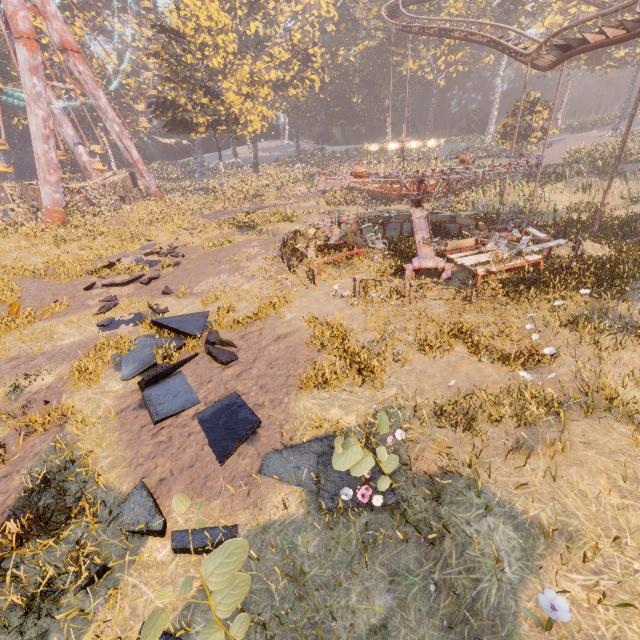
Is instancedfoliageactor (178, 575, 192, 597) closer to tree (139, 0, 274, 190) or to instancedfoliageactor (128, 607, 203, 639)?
instancedfoliageactor (128, 607, 203, 639)

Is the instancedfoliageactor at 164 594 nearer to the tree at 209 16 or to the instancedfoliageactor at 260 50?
the instancedfoliageactor at 260 50

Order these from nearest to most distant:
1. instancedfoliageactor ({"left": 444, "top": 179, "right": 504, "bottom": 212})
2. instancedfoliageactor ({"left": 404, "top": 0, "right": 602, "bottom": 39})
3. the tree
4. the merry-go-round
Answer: the merry-go-round → instancedfoliageactor ({"left": 444, "top": 179, "right": 504, "bottom": 212}) → the tree → instancedfoliageactor ({"left": 404, "top": 0, "right": 602, "bottom": 39})

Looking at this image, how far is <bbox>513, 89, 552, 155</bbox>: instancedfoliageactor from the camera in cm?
3453

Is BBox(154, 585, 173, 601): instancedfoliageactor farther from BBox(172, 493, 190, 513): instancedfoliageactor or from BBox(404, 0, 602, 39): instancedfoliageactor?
BBox(404, 0, 602, 39): instancedfoliageactor

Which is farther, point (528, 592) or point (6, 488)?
point (6, 488)

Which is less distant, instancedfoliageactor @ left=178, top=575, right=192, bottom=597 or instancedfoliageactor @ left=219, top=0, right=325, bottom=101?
instancedfoliageactor @ left=178, top=575, right=192, bottom=597

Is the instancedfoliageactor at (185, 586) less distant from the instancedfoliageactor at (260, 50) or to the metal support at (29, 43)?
the instancedfoliageactor at (260, 50)
